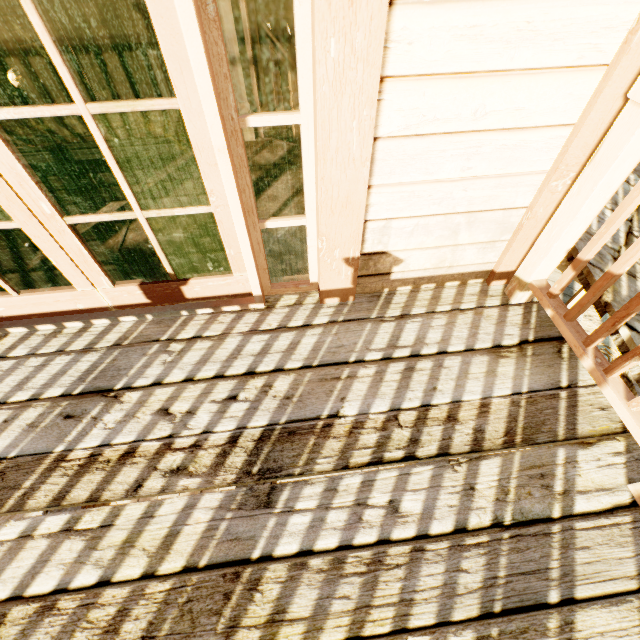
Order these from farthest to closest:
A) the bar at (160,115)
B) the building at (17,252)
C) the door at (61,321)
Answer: the bar at (160,115) → the building at (17,252) → the door at (61,321)

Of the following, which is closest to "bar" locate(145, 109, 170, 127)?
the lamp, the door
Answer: the lamp

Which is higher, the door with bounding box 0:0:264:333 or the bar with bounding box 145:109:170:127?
the door with bounding box 0:0:264:333

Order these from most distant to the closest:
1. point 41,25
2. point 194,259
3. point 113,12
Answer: point 113,12
point 194,259
point 41,25

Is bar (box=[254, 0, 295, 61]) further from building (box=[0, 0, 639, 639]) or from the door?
the door

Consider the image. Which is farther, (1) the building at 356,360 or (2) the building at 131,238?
(2) the building at 131,238

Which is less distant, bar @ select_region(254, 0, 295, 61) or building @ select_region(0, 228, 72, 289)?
building @ select_region(0, 228, 72, 289)

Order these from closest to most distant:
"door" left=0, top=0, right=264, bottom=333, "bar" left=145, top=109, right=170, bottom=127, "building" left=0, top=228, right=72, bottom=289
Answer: "door" left=0, top=0, right=264, bottom=333, "building" left=0, top=228, right=72, bottom=289, "bar" left=145, top=109, right=170, bottom=127
